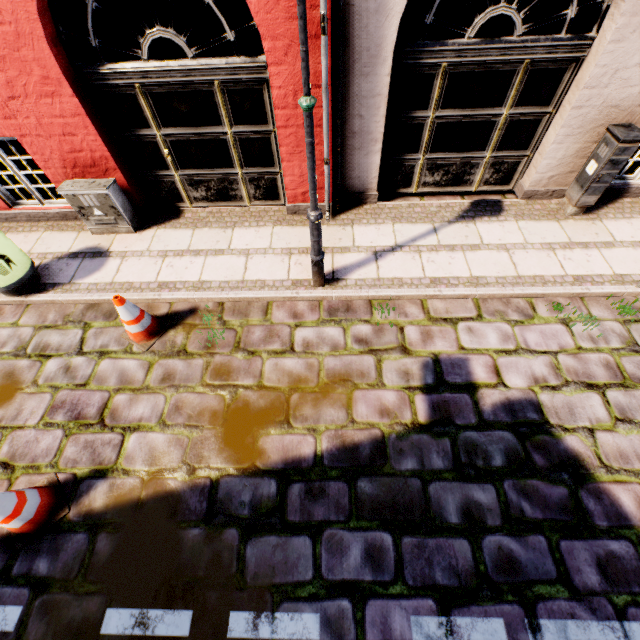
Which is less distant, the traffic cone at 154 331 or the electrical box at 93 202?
the traffic cone at 154 331

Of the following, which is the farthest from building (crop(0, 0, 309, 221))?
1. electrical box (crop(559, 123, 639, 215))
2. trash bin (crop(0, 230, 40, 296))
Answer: trash bin (crop(0, 230, 40, 296))

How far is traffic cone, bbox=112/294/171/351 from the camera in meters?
3.9

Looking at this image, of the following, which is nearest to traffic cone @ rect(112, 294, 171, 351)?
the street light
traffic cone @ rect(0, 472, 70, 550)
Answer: traffic cone @ rect(0, 472, 70, 550)

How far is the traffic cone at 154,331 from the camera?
3.91m

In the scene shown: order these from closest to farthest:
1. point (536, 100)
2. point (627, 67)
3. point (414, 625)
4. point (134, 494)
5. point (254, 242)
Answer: point (414, 625) < point (134, 494) < point (627, 67) < point (536, 100) < point (254, 242)

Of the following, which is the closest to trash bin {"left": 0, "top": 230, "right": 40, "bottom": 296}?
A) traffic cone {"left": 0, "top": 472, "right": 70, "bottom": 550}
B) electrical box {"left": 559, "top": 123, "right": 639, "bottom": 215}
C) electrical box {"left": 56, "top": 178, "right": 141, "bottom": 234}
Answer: electrical box {"left": 56, "top": 178, "right": 141, "bottom": 234}
